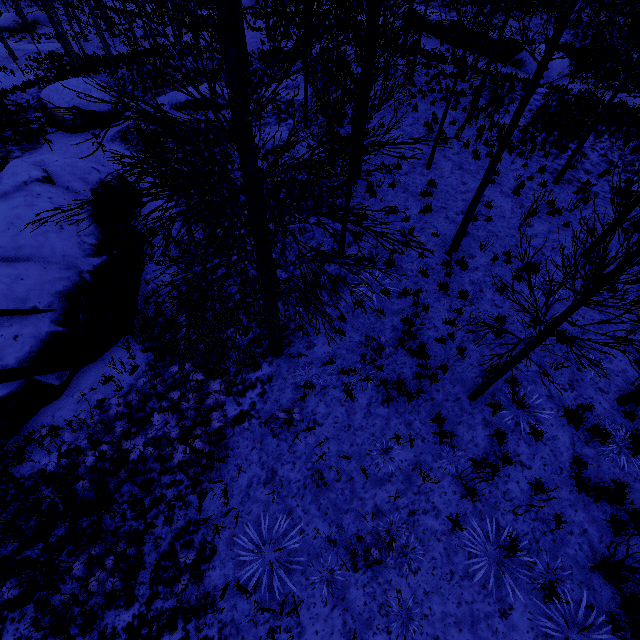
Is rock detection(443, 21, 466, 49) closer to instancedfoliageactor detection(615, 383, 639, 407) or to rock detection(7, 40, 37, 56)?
instancedfoliageactor detection(615, 383, 639, 407)

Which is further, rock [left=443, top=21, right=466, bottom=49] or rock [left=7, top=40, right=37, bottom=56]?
rock [left=7, top=40, right=37, bottom=56]

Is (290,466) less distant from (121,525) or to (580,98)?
(121,525)

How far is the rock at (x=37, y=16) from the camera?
40.31m

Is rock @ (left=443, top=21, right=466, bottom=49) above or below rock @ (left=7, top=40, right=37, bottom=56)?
above

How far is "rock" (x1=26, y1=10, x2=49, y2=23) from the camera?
40.31m

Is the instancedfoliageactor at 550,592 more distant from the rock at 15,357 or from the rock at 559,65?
the rock at 559,65

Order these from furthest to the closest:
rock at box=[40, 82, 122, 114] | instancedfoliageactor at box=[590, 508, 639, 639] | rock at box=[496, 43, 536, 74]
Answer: rock at box=[496, 43, 536, 74], rock at box=[40, 82, 122, 114], instancedfoliageactor at box=[590, 508, 639, 639]
